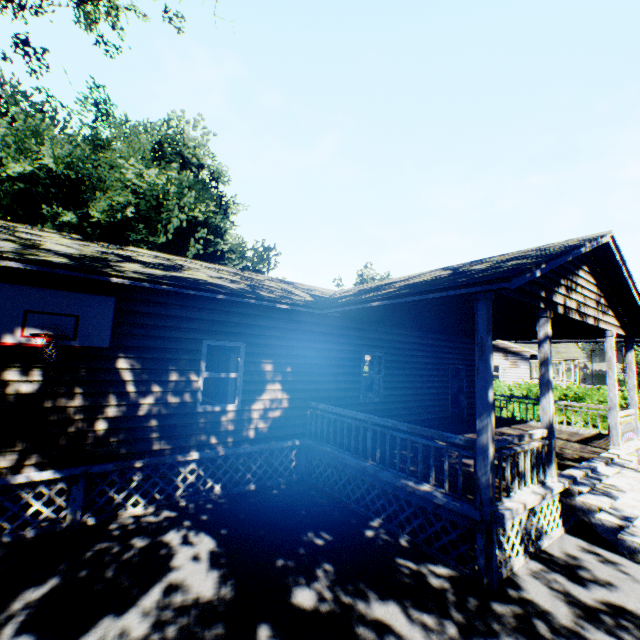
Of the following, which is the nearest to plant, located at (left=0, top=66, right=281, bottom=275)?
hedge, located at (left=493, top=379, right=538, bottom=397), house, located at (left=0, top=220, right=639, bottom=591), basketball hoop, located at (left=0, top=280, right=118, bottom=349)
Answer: house, located at (left=0, top=220, right=639, bottom=591)

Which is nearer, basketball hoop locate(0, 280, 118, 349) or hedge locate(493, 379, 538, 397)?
basketball hoop locate(0, 280, 118, 349)

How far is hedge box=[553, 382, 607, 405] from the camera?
18.4m

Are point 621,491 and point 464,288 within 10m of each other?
yes

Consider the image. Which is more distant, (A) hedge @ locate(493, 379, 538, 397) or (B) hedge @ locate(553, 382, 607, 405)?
(A) hedge @ locate(493, 379, 538, 397)

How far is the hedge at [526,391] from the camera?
20.0m

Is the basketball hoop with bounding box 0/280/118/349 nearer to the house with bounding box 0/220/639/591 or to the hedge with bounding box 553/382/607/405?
the house with bounding box 0/220/639/591
